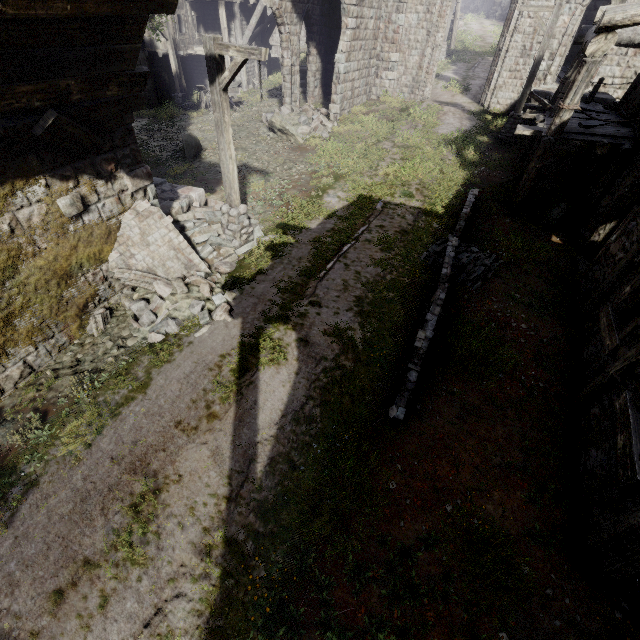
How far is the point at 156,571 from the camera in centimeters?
431cm

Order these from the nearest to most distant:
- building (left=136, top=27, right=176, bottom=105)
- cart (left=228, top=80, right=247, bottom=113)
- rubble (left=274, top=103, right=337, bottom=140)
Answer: rubble (left=274, top=103, right=337, bottom=140) < cart (left=228, top=80, right=247, bottom=113) < building (left=136, top=27, right=176, bottom=105)

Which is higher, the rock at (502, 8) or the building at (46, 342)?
the rock at (502, 8)

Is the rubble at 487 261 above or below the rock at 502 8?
below

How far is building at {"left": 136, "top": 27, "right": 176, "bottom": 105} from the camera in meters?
20.9 m

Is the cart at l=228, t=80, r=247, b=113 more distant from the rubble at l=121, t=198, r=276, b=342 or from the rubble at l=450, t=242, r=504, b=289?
the rubble at l=450, t=242, r=504, b=289

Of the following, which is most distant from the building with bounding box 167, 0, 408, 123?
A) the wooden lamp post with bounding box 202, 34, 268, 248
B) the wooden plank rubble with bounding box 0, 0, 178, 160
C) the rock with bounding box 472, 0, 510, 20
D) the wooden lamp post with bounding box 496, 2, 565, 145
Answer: the rock with bounding box 472, 0, 510, 20

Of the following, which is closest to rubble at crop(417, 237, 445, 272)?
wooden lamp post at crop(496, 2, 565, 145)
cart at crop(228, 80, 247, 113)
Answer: wooden lamp post at crop(496, 2, 565, 145)
